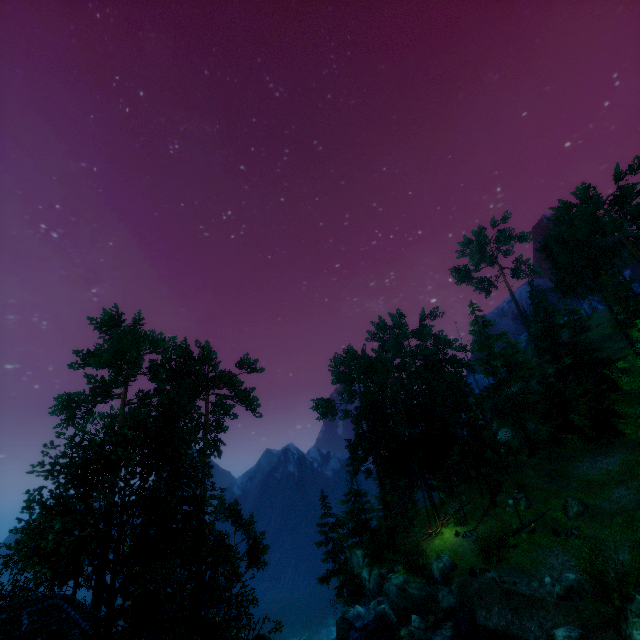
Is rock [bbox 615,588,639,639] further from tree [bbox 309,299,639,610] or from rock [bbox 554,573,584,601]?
tree [bbox 309,299,639,610]

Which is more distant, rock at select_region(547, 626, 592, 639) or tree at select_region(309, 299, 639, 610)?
tree at select_region(309, 299, 639, 610)

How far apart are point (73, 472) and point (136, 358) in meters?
9.3

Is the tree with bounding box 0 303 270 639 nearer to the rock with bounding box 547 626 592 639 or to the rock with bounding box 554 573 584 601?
the rock with bounding box 554 573 584 601

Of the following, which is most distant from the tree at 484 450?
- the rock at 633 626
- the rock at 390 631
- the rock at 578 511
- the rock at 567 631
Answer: the rock at 567 631

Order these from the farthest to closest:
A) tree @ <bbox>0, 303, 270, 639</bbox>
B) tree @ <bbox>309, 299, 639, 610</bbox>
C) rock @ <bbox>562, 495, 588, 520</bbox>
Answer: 1. tree @ <bbox>309, 299, 639, 610</bbox>
2. rock @ <bbox>562, 495, 588, 520</bbox>
3. tree @ <bbox>0, 303, 270, 639</bbox>

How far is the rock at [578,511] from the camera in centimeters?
2584cm

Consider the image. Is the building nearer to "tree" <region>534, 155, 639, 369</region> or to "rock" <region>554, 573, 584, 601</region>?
"tree" <region>534, 155, 639, 369</region>
